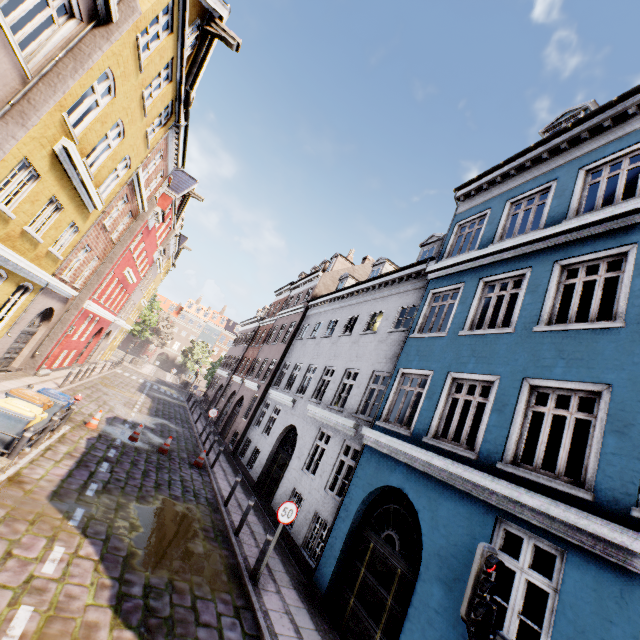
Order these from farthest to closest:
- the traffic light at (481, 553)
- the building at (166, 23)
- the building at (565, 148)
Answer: the building at (166, 23) → the building at (565, 148) → the traffic light at (481, 553)

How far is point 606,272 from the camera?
13.0m

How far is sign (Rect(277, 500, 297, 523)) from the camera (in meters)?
7.88

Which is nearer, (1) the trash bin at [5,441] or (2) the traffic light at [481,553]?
(2) the traffic light at [481,553]

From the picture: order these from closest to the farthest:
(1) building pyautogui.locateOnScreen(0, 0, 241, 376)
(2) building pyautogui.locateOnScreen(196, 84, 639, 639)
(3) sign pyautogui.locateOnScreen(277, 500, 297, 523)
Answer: (2) building pyautogui.locateOnScreen(196, 84, 639, 639) → (1) building pyautogui.locateOnScreen(0, 0, 241, 376) → (3) sign pyautogui.locateOnScreen(277, 500, 297, 523)

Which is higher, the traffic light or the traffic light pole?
the traffic light

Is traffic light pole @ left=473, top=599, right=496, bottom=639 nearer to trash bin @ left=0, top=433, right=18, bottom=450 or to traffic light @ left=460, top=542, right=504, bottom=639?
traffic light @ left=460, top=542, right=504, bottom=639

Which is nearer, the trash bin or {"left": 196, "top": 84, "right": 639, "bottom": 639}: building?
{"left": 196, "top": 84, "right": 639, "bottom": 639}: building
